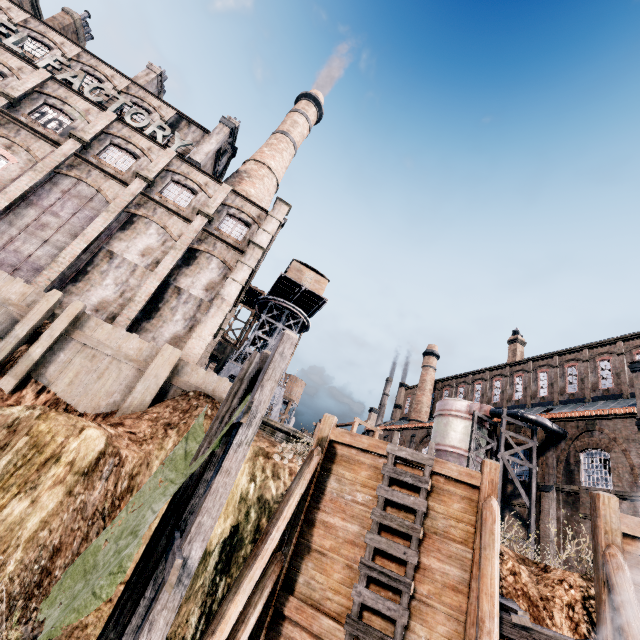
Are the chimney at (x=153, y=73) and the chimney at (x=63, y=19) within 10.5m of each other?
yes

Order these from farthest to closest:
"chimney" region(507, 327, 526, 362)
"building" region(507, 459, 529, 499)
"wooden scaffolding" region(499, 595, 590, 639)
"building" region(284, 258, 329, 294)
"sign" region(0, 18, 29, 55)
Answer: "chimney" region(507, 327, 526, 362)
"building" region(284, 258, 329, 294)
"building" region(507, 459, 529, 499)
"sign" region(0, 18, 29, 55)
"wooden scaffolding" region(499, 595, 590, 639)

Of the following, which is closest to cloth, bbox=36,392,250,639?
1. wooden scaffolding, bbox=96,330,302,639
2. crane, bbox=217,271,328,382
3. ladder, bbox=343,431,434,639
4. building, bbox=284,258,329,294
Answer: wooden scaffolding, bbox=96,330,302,639

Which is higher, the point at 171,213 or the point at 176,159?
the point at 176,159

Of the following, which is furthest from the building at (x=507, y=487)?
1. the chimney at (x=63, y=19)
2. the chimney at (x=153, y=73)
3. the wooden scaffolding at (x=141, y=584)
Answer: the wooden scaffolding at (x=141, y=584)

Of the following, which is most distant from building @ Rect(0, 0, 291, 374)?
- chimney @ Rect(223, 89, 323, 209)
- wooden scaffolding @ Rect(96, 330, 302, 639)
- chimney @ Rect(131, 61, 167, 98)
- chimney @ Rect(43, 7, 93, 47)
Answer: wooden scaffolding @ Rect(96, 330, 302, 639)

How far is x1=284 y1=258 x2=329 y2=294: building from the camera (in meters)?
39.62

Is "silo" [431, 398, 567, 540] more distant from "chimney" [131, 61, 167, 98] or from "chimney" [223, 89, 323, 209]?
"chimney" [131, 61, 167, 98]
